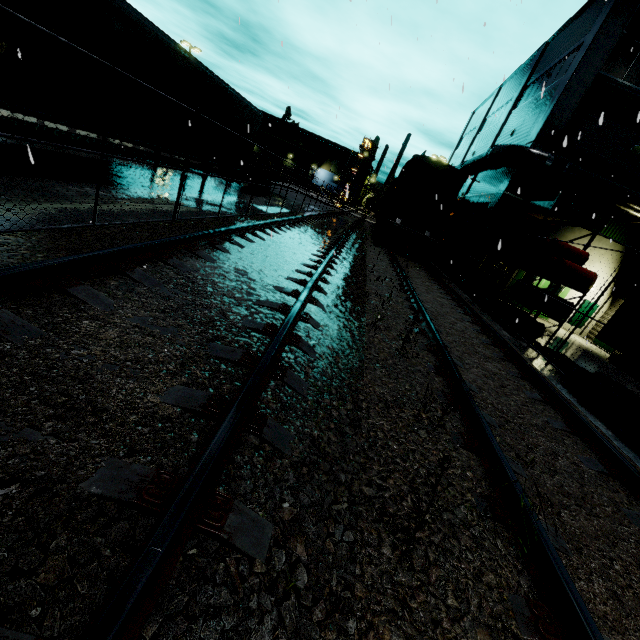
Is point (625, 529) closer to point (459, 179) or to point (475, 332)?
point (475, 332)

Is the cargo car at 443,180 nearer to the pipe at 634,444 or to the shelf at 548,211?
the shelf at 548,211

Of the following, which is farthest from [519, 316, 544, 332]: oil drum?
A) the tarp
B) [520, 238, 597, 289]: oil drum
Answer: the tarp

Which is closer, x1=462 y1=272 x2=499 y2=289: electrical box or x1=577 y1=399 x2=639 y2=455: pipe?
x1=577 y1=399 x2=639 y2=455: pipe

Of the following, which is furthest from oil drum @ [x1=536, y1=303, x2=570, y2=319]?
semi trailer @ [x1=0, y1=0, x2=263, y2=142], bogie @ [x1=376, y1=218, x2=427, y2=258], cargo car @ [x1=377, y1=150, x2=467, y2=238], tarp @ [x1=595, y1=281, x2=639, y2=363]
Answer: semi trailer @ [x1=0, y1=0, x2=263, y2=142]

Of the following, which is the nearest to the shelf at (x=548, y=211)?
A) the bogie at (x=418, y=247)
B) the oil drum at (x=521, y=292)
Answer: the oil drum at (x=521, y=292)

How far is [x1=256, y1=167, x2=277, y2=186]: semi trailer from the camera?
20.16m

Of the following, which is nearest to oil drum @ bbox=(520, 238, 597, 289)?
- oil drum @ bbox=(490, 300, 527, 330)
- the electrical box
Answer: oil drum @ bbox=(490, 300, 527, 330)
